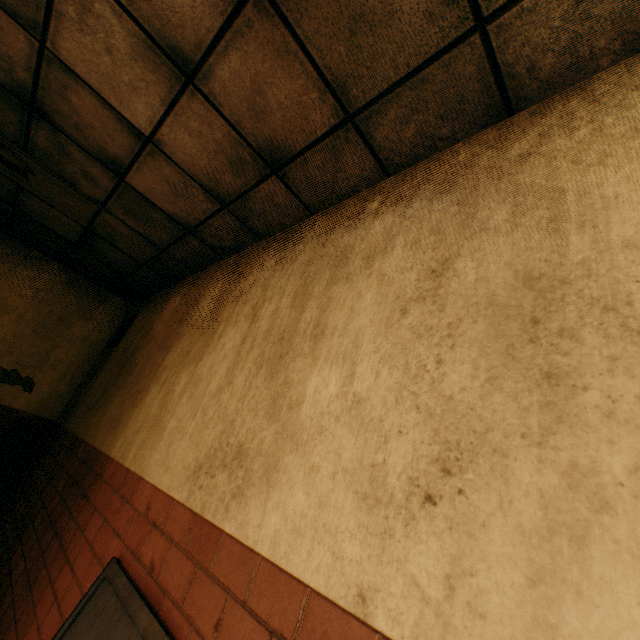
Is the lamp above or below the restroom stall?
above

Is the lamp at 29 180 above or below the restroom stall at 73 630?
above

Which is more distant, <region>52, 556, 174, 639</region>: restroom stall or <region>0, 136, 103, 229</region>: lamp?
<region>0, 136, 103, 229</region>: lamp

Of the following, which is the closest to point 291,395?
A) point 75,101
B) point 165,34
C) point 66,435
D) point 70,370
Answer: point 165,34

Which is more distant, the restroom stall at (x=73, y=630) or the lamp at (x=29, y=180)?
the lamp at (x=29, y=180)
